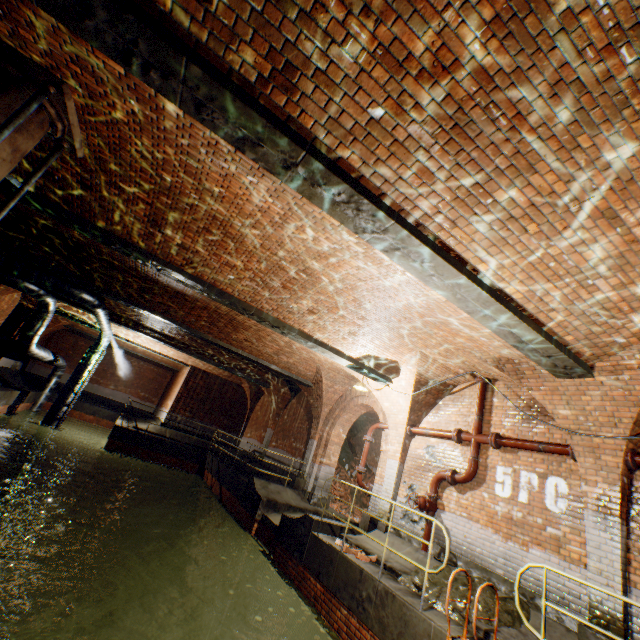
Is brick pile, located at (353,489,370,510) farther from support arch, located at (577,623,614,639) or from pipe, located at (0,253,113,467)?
pipe, located at (0,253,113,467)

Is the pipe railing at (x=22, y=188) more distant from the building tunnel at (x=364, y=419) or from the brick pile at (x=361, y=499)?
the brick pile at (x=361, y=499)

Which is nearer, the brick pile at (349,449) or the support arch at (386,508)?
the support arch at (386,508)

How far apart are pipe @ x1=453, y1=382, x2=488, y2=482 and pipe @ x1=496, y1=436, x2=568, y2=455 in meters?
0.2

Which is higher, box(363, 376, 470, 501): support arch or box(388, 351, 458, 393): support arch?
box(388, 351, 458, 393): support arch

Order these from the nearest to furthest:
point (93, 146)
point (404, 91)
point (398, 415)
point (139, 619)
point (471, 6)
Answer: point (471, 6) < point (404, 91) < point (93, 146) < point (398, 415) < point (139, 619)

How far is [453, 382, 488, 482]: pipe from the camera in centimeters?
754cm

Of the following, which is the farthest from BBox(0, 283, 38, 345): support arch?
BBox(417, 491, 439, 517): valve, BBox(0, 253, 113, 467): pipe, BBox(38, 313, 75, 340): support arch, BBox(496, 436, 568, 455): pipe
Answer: BBox(496, 436, 568, 455): pipe
